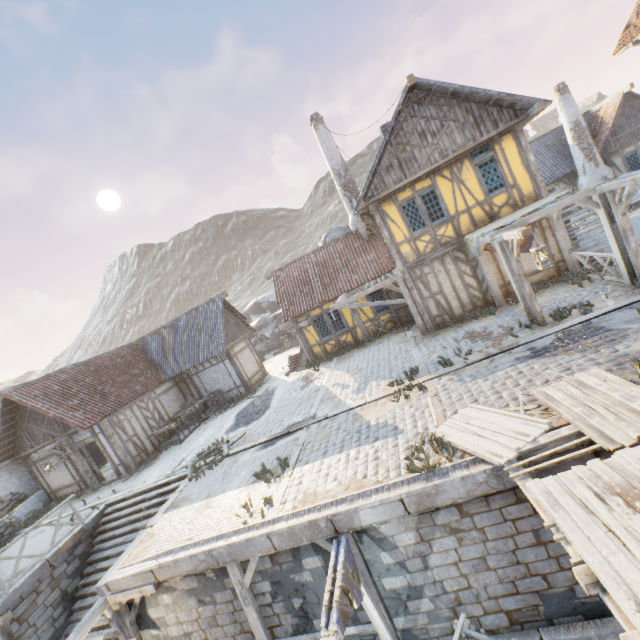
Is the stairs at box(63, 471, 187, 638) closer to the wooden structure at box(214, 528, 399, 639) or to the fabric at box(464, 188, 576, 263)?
the wooden structure at box(214, 528, 399, 639)

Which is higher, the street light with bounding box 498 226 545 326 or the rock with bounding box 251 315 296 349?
the street light with bounding box 498 226 545 326

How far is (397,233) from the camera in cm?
1299

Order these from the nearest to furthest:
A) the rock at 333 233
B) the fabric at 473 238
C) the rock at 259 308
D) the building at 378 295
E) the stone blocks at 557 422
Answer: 1. the stone blocks at 557 422
2. the fabric at 473 238
3. the building at 378 295
4. the rock at 333 233
5. the rock at 259 308

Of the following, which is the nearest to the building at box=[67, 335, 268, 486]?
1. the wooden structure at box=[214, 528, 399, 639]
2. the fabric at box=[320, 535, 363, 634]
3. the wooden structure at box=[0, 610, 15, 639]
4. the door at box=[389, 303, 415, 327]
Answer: the wooden structure at box=[0, 610, 15, 639]

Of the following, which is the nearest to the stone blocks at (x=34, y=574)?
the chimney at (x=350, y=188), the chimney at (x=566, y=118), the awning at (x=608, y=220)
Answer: the awning at (x=608, y=220)

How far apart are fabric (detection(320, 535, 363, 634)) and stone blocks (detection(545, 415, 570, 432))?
3.9 meters

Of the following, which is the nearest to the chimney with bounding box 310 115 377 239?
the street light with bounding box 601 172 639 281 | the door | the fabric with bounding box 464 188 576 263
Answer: the door
